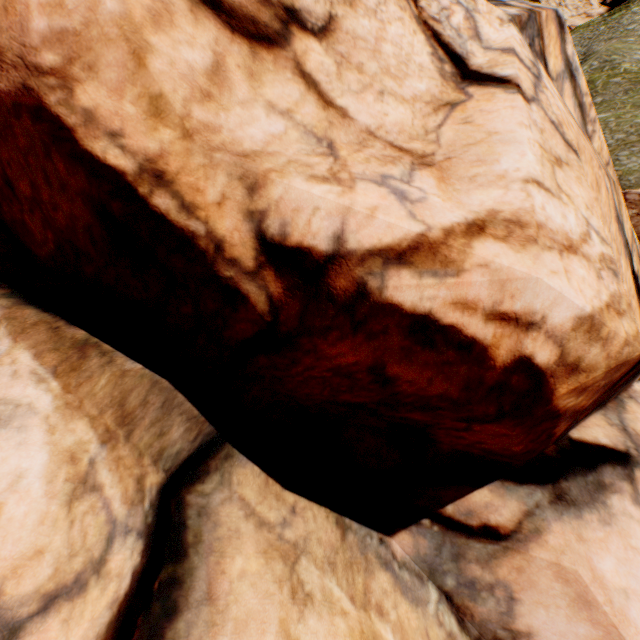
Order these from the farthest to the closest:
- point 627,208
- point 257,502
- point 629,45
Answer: point 629,45, point 627,208, point 257,502
